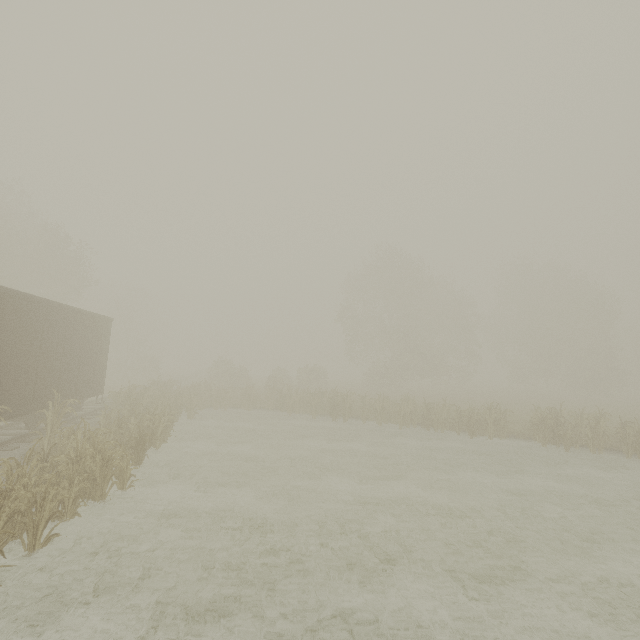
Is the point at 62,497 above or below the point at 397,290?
below

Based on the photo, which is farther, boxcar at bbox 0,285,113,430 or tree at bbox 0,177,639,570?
boxcar at bbox 0,285,113,430

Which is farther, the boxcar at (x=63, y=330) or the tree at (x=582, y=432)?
the boxcar at (x=63, y=330)
